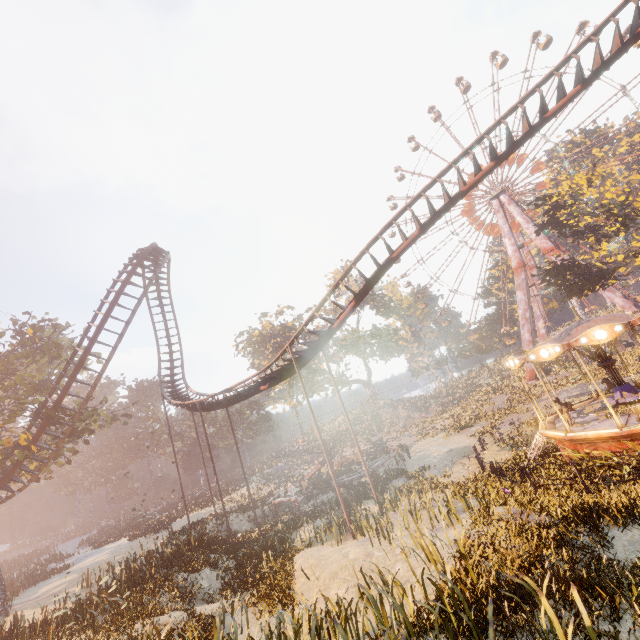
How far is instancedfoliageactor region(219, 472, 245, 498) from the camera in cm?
3946

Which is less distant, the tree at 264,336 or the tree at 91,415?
the tree at 91,415

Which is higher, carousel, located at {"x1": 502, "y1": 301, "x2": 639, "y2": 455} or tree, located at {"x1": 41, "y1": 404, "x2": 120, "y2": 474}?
tree, located at {"x1": 41, "y1": 404, "x2": 120, "y2": 474}

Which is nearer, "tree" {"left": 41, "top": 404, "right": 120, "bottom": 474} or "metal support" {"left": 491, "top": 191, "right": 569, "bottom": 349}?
"tree" {"left": 41, "top": 404, "right": 120, "bottom": 474}

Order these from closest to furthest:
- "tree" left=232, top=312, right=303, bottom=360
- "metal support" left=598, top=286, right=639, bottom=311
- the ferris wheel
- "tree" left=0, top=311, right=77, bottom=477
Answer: "tree" left=0, top=311, right=77, bottom=477 < "metal support" left=598, top=286, right=639, bottom=311 < the ferris wheel < "tree" left=232, top=312, right=303, bottom=360

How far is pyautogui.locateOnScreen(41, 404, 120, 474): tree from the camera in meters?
22.1

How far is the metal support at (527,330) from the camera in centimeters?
4412cm

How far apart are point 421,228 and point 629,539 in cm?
1258
